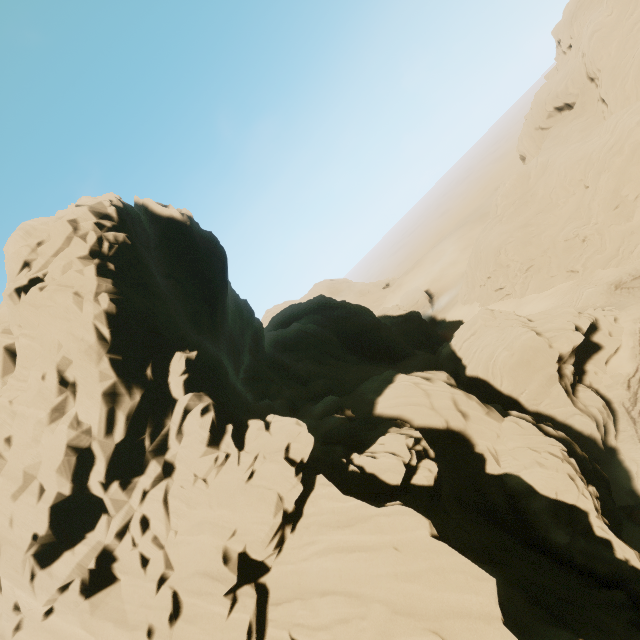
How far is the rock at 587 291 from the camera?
40.2m

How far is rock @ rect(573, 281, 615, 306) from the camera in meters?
40.2

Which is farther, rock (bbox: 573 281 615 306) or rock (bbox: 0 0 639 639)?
rock (bbox: 573 281 615 306)

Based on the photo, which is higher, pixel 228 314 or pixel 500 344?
pixel 228 314

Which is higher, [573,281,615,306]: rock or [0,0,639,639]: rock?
[0,0,639,639]: rock

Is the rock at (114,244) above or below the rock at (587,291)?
above
